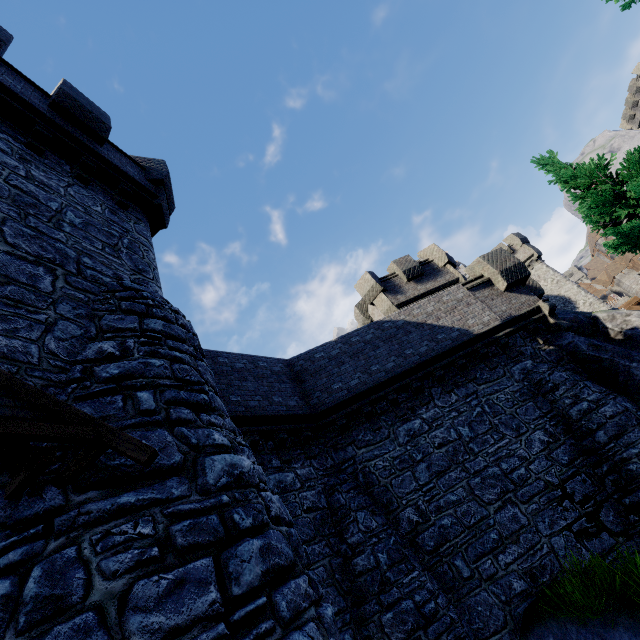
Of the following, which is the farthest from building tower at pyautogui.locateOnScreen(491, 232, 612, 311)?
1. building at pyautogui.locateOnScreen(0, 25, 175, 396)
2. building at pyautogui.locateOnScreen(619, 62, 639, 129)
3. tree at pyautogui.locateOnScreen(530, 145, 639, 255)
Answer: building at pyautogui.locateOnScreen(619, 62, 639, 129)

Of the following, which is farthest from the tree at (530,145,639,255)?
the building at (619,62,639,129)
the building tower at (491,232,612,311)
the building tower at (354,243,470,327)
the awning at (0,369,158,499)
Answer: the building at (619,62,639,129)

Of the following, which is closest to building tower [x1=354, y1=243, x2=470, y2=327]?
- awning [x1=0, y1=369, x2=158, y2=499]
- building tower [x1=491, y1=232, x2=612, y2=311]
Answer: building tower [x1=491, y1=232, x2=612, y2=311]

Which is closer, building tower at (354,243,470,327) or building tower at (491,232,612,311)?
building tower at (354,243,470,327)

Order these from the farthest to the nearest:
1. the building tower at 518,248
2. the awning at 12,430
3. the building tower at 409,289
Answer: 1. the building tower at 518,248
2. the building tower at 409,289
3. the awning at 12,430

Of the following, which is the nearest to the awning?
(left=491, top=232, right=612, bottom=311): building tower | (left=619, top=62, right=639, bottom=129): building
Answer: (left=491, top=232, right=612, bottom=311): building tower

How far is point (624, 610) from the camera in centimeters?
645cm

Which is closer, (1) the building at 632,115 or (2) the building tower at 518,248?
(2) the building tower at 518,248
